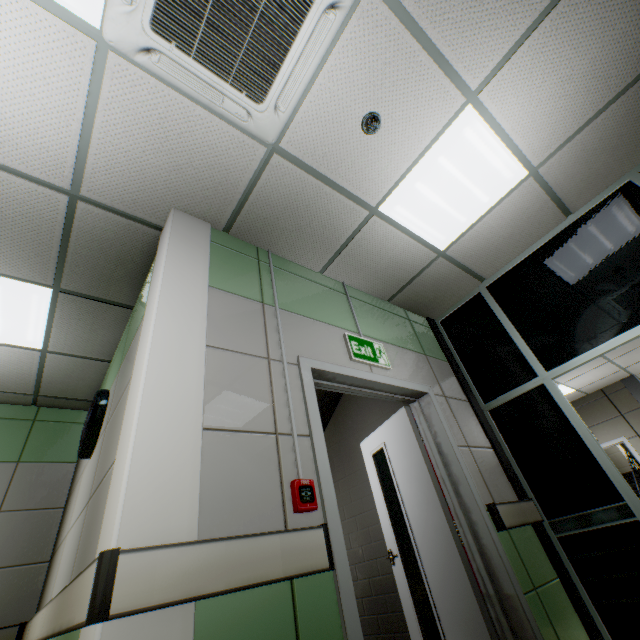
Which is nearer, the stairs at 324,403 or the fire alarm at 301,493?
the fire alarm at 301,493

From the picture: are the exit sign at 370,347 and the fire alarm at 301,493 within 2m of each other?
yes

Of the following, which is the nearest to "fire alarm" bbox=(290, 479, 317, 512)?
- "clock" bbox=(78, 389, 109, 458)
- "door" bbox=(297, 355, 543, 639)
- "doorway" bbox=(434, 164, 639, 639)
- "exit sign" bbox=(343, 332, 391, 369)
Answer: "door" bbox=(297, 355, 543, 639)

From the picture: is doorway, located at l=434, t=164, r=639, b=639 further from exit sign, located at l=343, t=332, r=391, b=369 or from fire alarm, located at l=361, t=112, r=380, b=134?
fire alarm, located at l=361, t=112, r=380, b=134

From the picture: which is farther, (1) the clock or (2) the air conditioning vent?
(1) the clock

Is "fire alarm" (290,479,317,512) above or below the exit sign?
below

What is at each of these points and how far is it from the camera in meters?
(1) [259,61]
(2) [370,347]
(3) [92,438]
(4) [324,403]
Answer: (1) air conditioning vent, 1.8 m
(2) exit sign, 2.9 m
(3) clock, 2.6 m
(4) stairs, 5.1 m

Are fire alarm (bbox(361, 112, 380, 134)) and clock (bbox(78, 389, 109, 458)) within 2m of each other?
no
